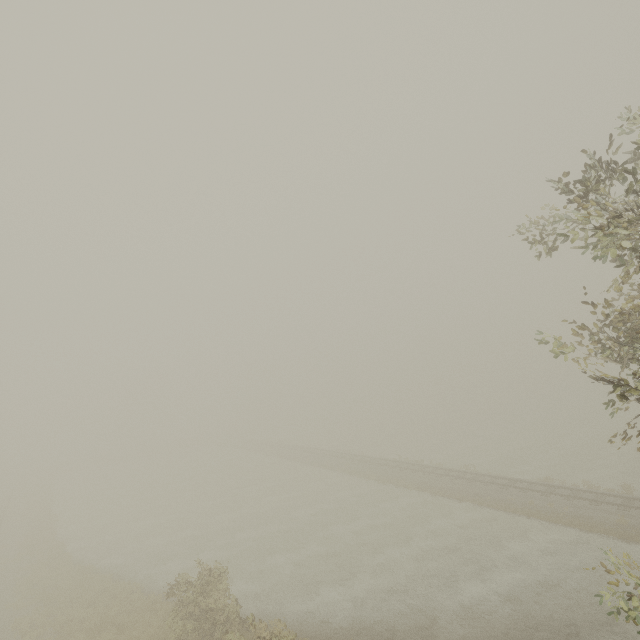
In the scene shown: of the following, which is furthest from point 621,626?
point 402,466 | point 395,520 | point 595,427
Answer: point 595,427
